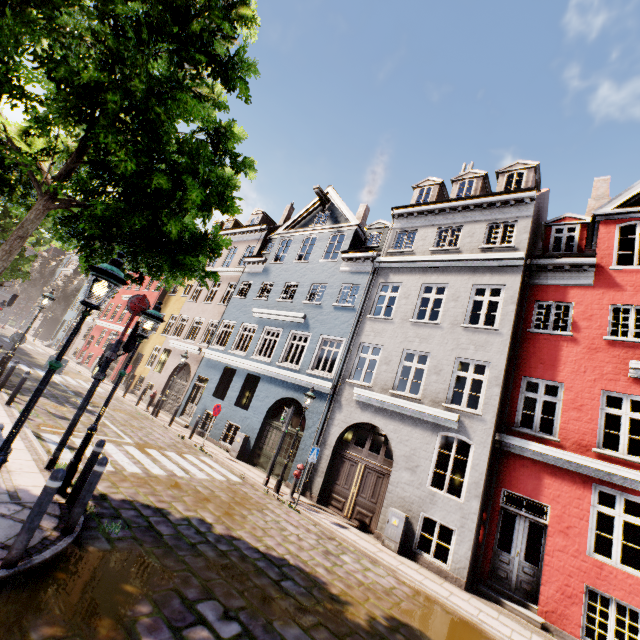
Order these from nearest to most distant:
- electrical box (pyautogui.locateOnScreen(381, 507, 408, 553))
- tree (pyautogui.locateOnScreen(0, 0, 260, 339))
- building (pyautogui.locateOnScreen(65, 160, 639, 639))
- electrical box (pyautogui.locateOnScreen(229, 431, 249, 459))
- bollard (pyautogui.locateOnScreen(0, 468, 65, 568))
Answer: bollard (pyautogui.locateOnScreen(0, 468, 65, 568)), tree (pyautogui.locateOnScreen(0, 0, 260, 339)), building (pyautogui.locateOnScreen(65, 160, 639, 639)), electrical box (pyautogui.locateOnScreen(381, 507, 408, 553)), electrical box (pyautogui.locateOnScreen(229, 431, 249, 459))

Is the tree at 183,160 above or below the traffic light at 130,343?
above

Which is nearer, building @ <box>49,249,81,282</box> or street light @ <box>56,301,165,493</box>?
street light @ <box>56,301,165,493</box>

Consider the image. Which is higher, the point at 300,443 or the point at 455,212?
the point at 455,212

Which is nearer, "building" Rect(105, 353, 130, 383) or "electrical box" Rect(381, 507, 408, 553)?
"electrical box" Rect(381, 507, 408, 553)

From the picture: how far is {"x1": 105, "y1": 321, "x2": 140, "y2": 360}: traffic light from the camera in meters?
7.4 m

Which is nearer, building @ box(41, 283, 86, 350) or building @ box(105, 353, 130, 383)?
building @ box(105, 353, 130, 383)

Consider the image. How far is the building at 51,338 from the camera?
35.62m
